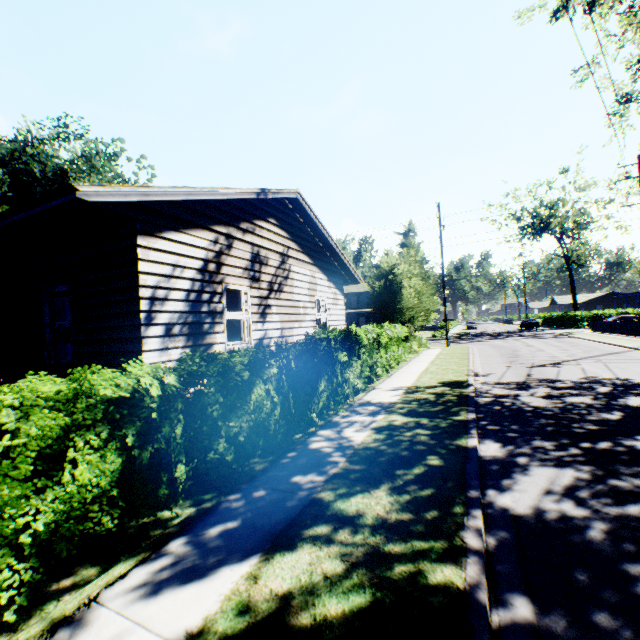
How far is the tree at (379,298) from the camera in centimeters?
1831cm

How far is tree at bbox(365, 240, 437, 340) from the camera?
18.3m

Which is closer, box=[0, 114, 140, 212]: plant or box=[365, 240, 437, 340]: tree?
box=[365, 240, 437, 340]: tree

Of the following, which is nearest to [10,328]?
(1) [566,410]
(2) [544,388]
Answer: (1) [566,410]

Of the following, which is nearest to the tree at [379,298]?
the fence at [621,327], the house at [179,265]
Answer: the house at [179,265]

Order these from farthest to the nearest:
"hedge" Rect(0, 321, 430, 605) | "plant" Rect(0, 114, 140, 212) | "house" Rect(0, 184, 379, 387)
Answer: "plant" Rect(0, 114, 140, 212), "house" Rect(0, 184, 379, 387), "hedge" Rect(0, 321, 430, 605)

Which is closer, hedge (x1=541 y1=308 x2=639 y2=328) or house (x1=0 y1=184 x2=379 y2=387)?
house (x1=0 y1=184 x2=379 y2=387)

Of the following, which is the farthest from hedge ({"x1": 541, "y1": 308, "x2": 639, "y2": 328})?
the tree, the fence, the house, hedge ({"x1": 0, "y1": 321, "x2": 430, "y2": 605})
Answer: the house
